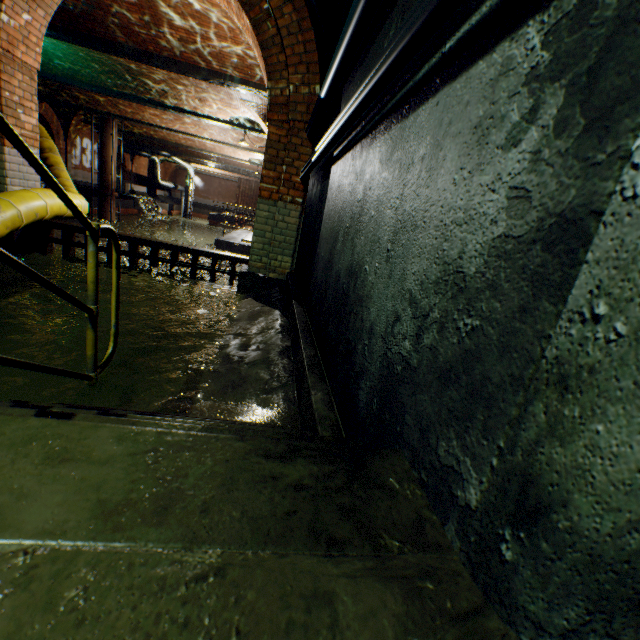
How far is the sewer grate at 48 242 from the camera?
4.6 meters

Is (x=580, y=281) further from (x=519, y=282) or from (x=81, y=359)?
(x=81, y=359)

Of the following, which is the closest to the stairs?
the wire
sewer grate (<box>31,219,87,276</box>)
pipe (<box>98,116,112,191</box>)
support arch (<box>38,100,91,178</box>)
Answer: the wire

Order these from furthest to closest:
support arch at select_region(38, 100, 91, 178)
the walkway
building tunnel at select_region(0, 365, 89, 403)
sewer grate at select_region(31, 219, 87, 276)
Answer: support arch at select_region(38, 100, 91, 178), sewer grate at select_region(31, 219, 87, 276), building tunnel at select_region(0, 365, 89, 403), the walkway

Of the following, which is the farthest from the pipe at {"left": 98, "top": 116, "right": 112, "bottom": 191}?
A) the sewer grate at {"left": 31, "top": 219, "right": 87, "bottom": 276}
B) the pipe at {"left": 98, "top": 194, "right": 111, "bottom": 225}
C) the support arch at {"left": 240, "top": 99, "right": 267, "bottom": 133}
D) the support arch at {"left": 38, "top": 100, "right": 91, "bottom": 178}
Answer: the sewer grate at {"left": 31, "top": 219, "right": 87, "bottom": 276}

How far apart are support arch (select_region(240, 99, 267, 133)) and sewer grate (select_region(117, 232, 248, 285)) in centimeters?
854cm

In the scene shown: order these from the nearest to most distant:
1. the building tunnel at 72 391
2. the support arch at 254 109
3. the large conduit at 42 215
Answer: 1. the building tunnel at 72 391
2. the large conduit at 42 215
3. the support arch at 254 109

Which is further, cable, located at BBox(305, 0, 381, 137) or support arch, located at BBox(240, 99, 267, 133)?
support arch, located at BBox(240, 99, 267, 133)
